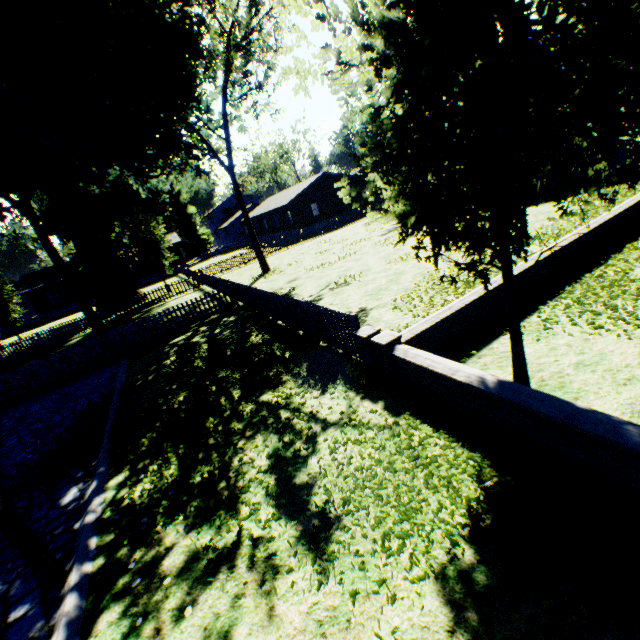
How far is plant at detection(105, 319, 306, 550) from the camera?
5.4 meters

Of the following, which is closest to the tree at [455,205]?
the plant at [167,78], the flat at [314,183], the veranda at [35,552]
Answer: the plant at [167,78]

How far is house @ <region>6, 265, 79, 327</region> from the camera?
42.5 meters

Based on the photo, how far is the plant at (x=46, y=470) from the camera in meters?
7.1 m

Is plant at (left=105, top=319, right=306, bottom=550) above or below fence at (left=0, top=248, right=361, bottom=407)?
below

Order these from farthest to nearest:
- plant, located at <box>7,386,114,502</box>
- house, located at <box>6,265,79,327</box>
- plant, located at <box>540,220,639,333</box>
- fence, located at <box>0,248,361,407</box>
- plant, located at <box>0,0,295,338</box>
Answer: house, located at <box>6,265,79,327</box>
plant, located at <box>0,0,295,338</box>
fence, located at <box>0,248,361,407</box>
plant, located at <box>7,386,114,502</box>
plant, located at <box>540,220,639,333</box>

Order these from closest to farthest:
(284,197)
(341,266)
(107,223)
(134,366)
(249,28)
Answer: (134,366)
(341,266)
(249,28)
(284,197)
(107,223)
